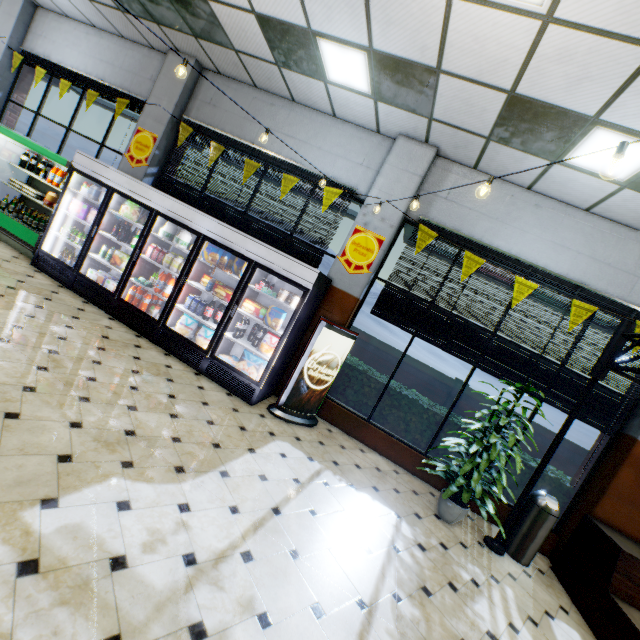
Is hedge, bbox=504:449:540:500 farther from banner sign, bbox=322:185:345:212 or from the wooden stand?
banner sign, bbox=322:185:345:212

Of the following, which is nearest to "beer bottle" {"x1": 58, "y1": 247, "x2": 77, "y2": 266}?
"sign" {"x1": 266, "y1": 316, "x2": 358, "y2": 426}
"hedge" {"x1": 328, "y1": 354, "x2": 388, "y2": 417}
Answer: "sign" {"x1": 266, "y1": 316, "x2": 358, "y2": 426}

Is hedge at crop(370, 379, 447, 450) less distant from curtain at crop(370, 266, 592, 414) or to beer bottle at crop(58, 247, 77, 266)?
curtain at crop(370, 266, 592, 414)

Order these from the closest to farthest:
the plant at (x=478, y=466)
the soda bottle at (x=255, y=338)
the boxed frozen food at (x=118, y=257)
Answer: the plant at (x=478, y=466) < the soda bottle at (x=255, y=338) < the boxed frozen food at (x=118, y=257)

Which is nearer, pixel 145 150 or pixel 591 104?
pixel 591 104

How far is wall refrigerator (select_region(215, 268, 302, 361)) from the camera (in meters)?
4.96

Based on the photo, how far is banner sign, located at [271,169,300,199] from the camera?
5.78m

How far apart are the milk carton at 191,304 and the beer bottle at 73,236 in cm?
258
